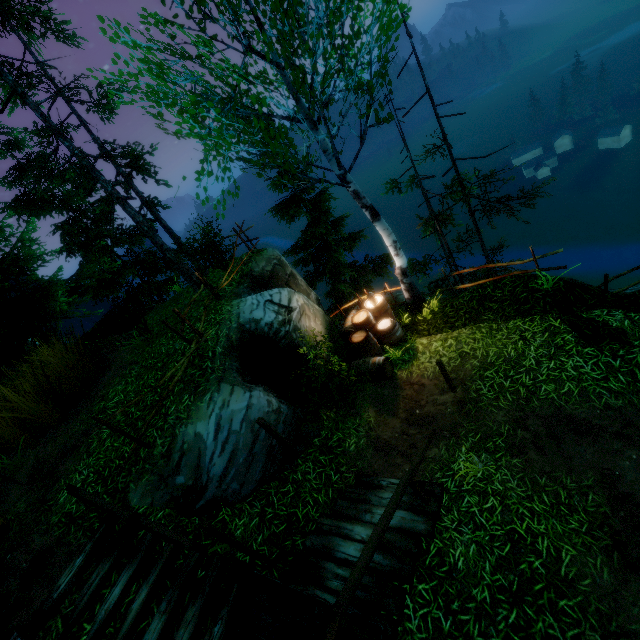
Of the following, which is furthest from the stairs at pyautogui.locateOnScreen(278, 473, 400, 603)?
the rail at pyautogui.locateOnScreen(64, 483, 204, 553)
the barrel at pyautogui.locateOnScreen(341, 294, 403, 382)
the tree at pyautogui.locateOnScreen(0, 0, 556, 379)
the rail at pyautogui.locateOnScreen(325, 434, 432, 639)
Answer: the tree at pyautogui.locateOnScreen(0, 0, 556, 379)

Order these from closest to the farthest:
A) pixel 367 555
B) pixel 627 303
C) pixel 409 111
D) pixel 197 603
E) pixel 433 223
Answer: pixel 367 555 → pixel 197 603 → pixel 627 303 → pixel 409 111 → pixel 433 223

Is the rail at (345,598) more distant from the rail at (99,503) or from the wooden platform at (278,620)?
the rail at (99,503)

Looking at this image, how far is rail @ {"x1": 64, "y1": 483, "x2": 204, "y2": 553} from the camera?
4.2 meters

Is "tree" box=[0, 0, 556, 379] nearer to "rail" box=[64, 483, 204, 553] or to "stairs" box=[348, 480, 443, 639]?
"stairs" box=[348, 480, 443, 639]

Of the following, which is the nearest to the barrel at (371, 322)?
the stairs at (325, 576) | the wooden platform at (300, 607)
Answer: the stairs at (325, 576)

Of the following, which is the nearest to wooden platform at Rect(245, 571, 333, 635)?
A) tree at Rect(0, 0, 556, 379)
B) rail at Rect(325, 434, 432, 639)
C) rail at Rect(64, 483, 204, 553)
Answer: rail at Rect(325, 434, 432, 639)

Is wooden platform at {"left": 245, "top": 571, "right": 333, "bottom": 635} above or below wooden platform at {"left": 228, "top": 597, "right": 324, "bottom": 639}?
above
